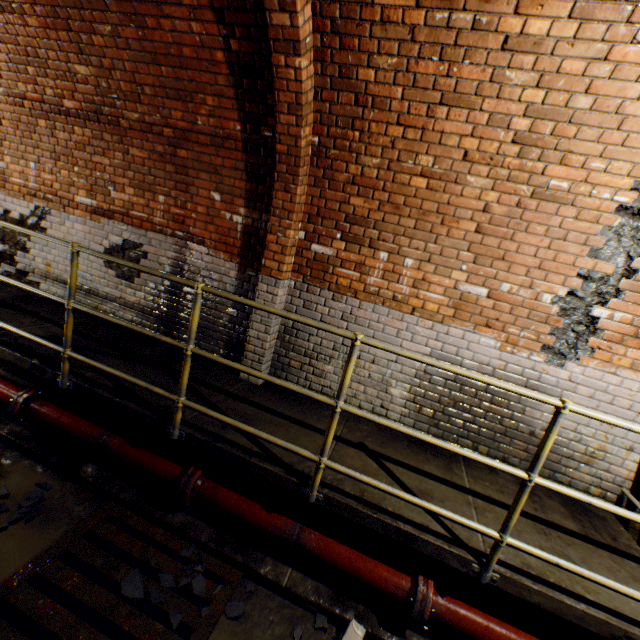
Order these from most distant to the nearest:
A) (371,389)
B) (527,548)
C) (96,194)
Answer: (96,194)
(371,389)
(527,548)

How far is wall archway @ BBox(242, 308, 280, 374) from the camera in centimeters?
362cm

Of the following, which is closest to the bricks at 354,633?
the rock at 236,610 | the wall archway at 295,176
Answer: the rock at 236,610

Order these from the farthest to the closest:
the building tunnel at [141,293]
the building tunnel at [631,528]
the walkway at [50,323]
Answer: the building tunnel at [141,293]
the building tunnel at [631,528]
the walkway at [50,323]

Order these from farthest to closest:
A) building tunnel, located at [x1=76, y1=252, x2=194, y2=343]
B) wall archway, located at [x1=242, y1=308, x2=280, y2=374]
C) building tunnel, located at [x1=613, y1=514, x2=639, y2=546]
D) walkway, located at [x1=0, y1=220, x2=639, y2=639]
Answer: building tunnel, located at [x1=76, y1=252, x2=194, y2=343] → wall archway, located at [x1=242, y1=308, x2=280, y2=374] → building tunnel, located at [x1=613, y1=514, x2=639, y2=546] → walkway, located at [x1=0, y1=220, x2=639, y2=639]

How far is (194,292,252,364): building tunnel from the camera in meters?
4.0

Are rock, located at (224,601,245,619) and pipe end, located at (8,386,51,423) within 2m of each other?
no

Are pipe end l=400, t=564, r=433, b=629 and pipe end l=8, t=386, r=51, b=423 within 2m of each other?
no
